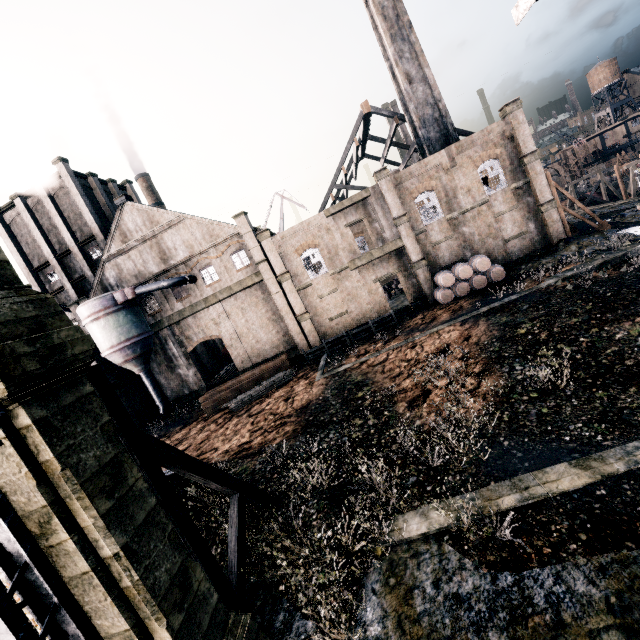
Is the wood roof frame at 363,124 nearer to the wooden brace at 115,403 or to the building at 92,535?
the wooden brace at 115,403

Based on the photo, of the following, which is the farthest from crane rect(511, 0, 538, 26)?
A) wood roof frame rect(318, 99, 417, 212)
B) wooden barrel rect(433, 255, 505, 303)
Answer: wood roof frame rect(318, 99, 417, 212)

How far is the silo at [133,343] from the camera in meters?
30.0 m

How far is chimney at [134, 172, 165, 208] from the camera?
49.8 meters

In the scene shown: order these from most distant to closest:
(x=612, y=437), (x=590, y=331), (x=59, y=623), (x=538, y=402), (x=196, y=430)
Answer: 1. (x=196, y=430)
2. (x=590, y=331)
3. (x=538, y=402)
4. (x=612, y=437)
5. (x=59, y=623)

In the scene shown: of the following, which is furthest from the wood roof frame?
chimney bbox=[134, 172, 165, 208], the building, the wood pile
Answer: the building

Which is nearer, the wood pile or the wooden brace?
the wooden brace

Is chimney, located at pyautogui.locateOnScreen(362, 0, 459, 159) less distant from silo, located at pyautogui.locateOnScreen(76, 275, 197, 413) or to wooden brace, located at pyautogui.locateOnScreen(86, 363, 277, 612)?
silo, located at pyautogui.locateOnScreen(76, 275, 197, 413)
